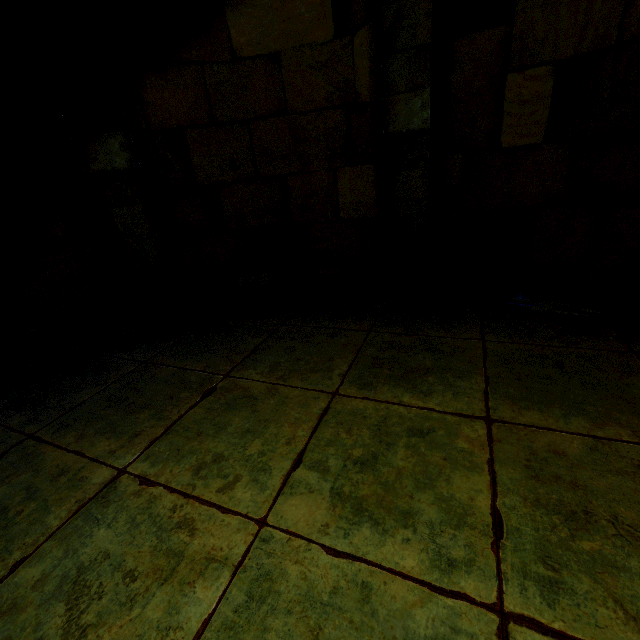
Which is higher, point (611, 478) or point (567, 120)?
point (567, 120)
